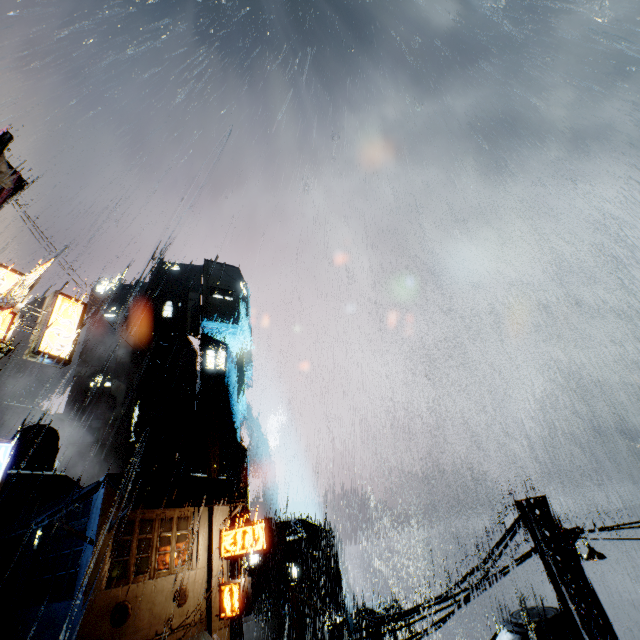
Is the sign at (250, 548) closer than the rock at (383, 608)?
Yes

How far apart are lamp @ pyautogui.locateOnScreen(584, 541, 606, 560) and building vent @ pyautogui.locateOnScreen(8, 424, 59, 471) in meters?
37.5 m

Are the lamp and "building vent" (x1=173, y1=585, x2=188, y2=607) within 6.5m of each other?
no

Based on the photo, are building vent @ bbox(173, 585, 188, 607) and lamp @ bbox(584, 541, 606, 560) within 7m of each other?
no

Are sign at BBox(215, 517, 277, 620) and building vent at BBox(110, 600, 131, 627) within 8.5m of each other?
yes

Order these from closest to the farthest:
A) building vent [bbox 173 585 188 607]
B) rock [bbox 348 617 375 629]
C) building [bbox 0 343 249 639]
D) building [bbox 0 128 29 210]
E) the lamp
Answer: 1. the lamp
2. building [bbox 0 128 29 210]
3. building [bbox 0 343 249 639]
4. building vent [bbox 173 585 188 607]
5. rock [bbox 348 617 375 629]

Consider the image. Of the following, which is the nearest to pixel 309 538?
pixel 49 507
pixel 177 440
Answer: pixel 177 440

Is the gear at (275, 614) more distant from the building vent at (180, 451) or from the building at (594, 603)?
the building vent at (180, 451)
